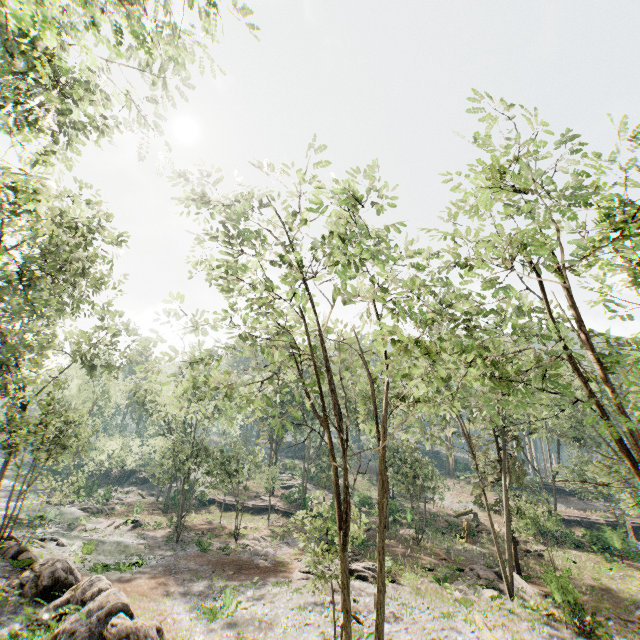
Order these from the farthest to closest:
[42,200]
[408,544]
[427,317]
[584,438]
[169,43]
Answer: [584,438] < [408,544] < [427,317] < [42,200] < [169,43]

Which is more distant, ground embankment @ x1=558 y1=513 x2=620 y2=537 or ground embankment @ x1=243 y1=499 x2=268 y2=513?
ground embankment @ x1=243 y1=499 x2=268 y2=513

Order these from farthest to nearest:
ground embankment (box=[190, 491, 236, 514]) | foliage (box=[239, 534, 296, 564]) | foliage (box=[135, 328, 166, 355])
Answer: ground embankment (box=[190, 491, 236, 514])
foliage (box=[239, 534, 296, 564])
foliage (box=[135, 328, 166, 355])

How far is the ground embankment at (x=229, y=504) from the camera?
44.4 meters

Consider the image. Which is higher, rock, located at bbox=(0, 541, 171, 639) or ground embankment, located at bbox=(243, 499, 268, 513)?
rock, located at bbox=(0, 541, 171, 639)

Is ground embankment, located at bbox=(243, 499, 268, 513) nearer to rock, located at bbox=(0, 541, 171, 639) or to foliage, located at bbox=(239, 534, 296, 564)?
foliage, located at bbox=(239, 534, 296, 564)

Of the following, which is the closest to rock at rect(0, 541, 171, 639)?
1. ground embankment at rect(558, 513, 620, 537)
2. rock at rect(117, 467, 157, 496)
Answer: rock at rect(117, 467, 157, 496)
